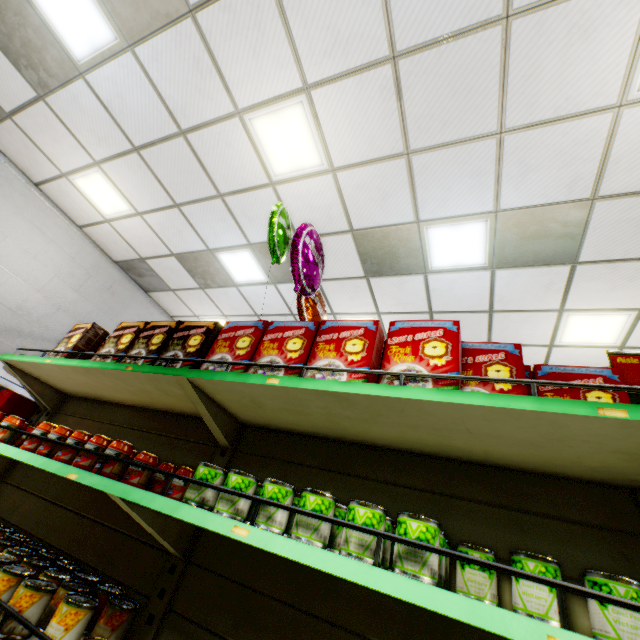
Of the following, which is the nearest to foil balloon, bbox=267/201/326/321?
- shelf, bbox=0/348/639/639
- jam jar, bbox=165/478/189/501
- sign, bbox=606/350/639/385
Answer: shelf, bbox=0/348/639/639

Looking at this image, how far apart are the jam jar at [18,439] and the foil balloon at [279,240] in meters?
1.8 m

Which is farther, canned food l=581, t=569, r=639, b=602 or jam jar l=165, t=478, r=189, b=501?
jam jar l=165, t=478, r=189, b=501

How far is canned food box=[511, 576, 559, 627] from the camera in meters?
0.9 m

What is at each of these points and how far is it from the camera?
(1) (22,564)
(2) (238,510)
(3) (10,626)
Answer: (1) canned food, 1.6m
(2) canned food, 1.3m
(3) canned food, 1.3m

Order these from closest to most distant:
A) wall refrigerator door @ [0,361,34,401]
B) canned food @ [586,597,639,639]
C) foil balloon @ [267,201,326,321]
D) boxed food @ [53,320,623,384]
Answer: canned food @ [586,597,639,639], boxed food @ [53,320,623,384], foil balloon @ [267,201,326,321], wall refrigerator door @ [0,361,34,401]

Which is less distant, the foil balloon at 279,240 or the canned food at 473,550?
the canned food at 473,550

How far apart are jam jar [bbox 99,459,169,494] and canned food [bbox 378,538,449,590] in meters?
0.5
